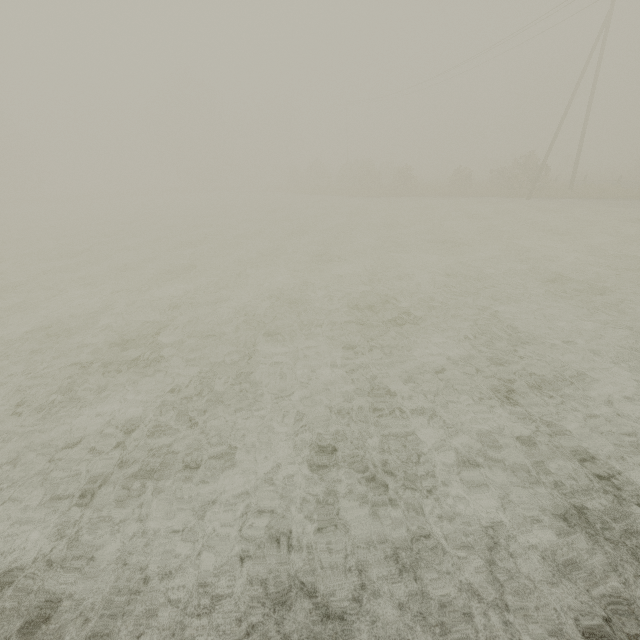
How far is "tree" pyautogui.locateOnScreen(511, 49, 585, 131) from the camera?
55.4m

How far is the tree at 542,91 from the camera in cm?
5541

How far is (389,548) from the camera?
2.85m
